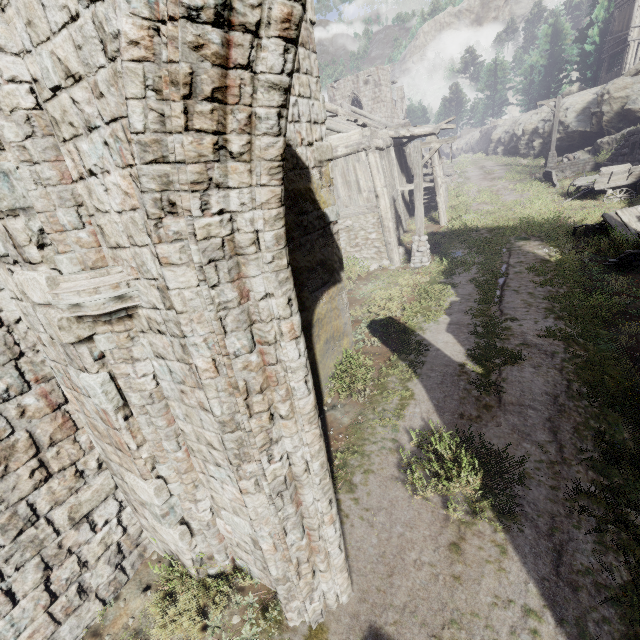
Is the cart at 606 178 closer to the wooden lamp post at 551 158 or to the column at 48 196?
the wooden lamp post at 551 158

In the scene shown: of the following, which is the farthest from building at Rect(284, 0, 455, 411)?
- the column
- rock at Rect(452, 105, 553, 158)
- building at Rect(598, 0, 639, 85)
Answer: building at Rect(598, 0, 639, 85)

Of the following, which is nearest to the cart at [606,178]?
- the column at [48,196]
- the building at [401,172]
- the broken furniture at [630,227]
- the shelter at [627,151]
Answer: the shelter at [627,151]

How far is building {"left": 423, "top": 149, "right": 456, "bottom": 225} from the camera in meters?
16.8 m

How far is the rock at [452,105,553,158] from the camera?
30.4 meters

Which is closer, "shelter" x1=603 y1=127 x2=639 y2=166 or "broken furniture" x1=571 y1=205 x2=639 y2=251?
"broken furniture" x1=571 y1=205 x2=639 y2=251

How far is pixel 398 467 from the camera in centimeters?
592cm

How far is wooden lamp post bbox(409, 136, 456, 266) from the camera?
11.9 meters
